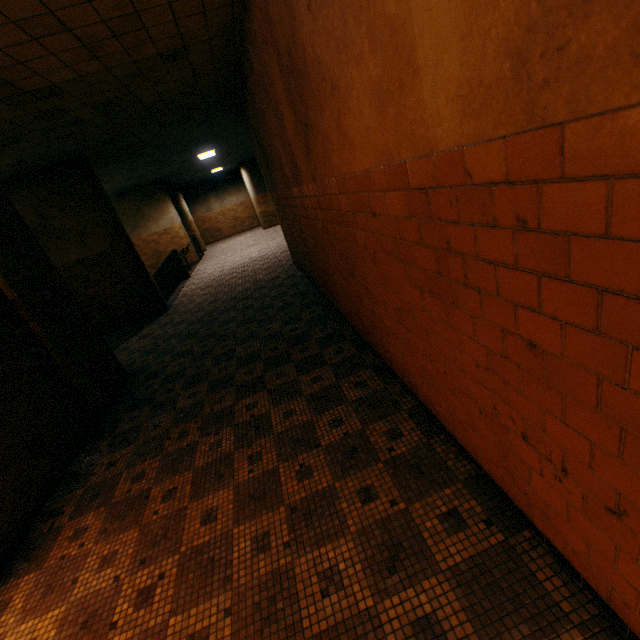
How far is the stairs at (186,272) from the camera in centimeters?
1145cm

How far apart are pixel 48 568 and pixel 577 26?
4.2m

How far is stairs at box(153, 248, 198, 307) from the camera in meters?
11.5
